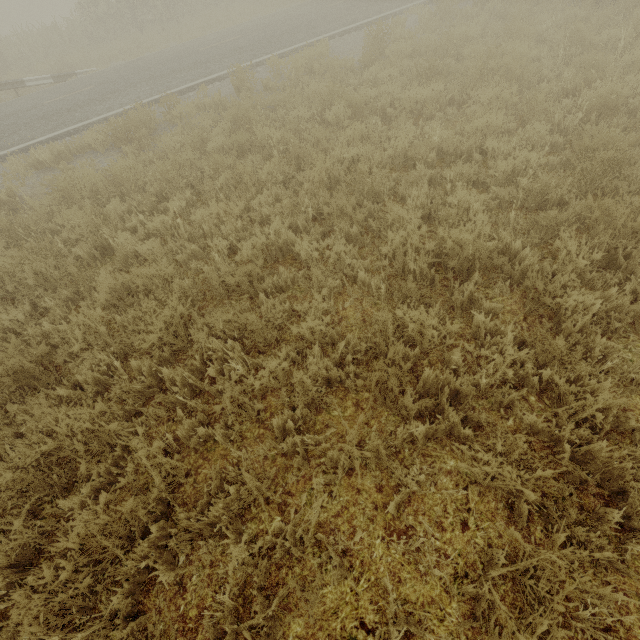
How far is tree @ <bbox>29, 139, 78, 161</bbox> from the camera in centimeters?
770cm

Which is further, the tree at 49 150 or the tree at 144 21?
the tree at 144 21

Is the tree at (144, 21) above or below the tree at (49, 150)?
above

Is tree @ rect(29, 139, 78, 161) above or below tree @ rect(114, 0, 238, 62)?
below

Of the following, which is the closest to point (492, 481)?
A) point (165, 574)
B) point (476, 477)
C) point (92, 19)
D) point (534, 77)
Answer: point (476, 477)

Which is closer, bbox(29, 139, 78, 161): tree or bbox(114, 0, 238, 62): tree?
bbox(29, 139, 78, 161): tree
